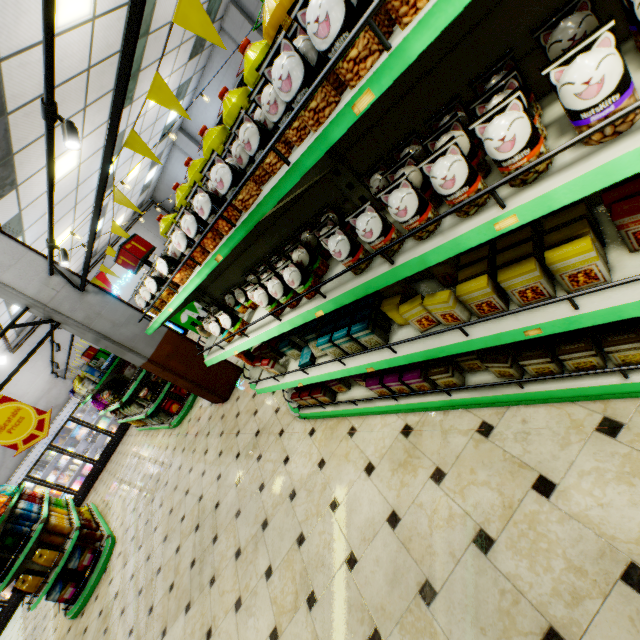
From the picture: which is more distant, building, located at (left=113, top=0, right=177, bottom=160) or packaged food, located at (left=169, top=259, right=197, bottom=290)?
building, located at (left=113, top=0, right=177, bottom=160)

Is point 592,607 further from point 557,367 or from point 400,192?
point 400,192

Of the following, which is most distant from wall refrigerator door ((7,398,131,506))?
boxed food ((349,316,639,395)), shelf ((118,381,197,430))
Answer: boxed food ((349,316,639,395))

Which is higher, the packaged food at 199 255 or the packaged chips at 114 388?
the packaged food at 199 255

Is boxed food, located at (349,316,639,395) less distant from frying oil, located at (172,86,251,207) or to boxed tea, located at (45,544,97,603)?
frying oil, located at (172,86,251,207)

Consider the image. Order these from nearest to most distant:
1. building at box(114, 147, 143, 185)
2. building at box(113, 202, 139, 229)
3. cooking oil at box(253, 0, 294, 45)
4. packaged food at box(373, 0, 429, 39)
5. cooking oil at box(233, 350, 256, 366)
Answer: packaged food at box(373, 0, 429, 39), cooking oil at box(253, 0, 294, 45), cooking oil at box(233, 350, 256, 366), building at box(114, 147, 143, 185), building at box(113, 202, 139, 229)

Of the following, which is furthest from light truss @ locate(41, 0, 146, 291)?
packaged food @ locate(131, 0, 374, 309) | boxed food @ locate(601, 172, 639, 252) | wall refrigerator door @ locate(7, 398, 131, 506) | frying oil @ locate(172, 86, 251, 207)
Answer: wall refrigerator door @ locate(7, 398, 131, 506)

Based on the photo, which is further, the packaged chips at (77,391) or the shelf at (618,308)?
the packaged chips at (77,391)
